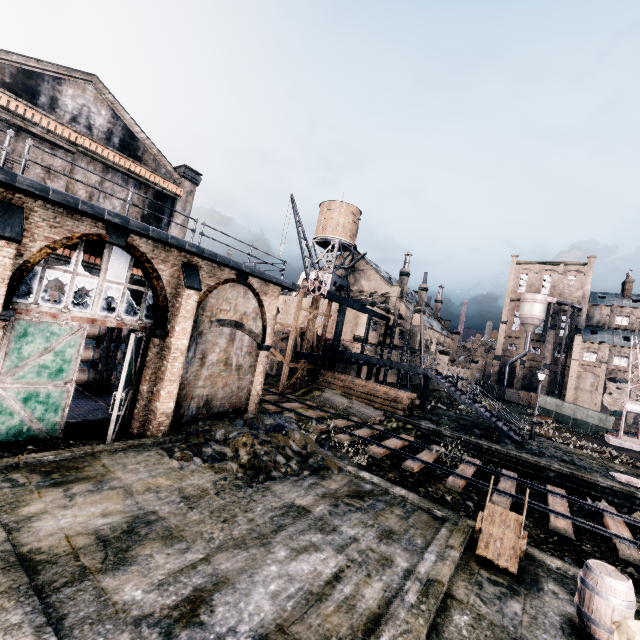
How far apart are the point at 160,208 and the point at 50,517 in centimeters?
2425cm

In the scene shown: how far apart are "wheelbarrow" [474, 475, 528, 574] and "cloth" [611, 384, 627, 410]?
69.7m

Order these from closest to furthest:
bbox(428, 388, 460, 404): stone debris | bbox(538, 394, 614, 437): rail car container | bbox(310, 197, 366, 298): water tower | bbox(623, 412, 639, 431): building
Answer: bbox(428, 388, 460, 404): stone debris, bbox(538, 394, 614, 437): rail car container, bbox(310, 197, 366, 298): water tower, bbox(623, 412, 639, 431): building

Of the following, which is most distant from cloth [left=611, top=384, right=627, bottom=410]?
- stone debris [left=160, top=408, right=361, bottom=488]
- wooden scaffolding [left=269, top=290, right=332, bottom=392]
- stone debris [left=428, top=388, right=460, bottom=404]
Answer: stone debris [left=160, top=408, right=361, bottom=488]

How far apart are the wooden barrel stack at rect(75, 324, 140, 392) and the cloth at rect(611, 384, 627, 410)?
79.4m

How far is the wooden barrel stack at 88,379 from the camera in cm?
1650

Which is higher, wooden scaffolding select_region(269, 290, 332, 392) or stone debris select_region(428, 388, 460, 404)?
wooden scaffolding select_region(269, 290, 332, 392)

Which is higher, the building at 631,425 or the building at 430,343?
the building at 430,343
